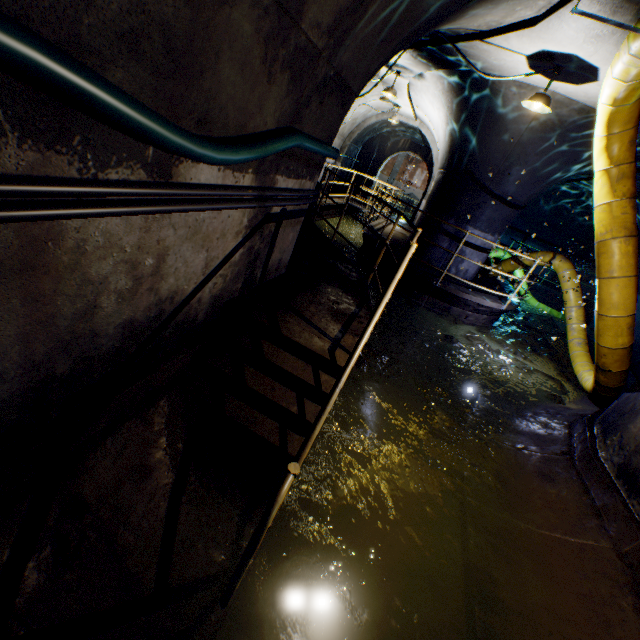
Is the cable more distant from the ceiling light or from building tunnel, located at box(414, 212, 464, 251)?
the ceiling light

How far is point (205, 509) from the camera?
2.3m

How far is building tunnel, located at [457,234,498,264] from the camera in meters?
8.2

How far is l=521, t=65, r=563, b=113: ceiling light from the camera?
4.6m

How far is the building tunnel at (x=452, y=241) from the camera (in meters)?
8.25
